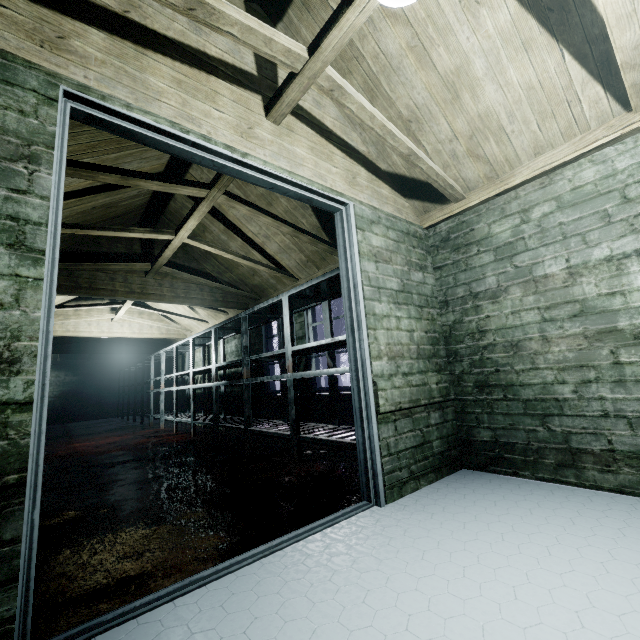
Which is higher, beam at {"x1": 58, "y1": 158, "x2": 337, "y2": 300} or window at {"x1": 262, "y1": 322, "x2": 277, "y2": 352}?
beam at {"x1": 58, "y1": 158, "x2": 337, "y2": 300}

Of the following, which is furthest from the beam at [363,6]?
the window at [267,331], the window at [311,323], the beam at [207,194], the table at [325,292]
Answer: the window at [267,331]

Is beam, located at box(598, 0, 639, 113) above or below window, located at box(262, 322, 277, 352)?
above

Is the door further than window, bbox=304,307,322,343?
No

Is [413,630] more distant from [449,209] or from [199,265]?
[199,265]

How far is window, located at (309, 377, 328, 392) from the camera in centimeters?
382cm

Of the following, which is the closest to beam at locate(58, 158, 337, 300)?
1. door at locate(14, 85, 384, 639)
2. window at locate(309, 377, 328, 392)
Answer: door at locate(14, 85, 384, 639)

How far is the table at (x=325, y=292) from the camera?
3.09m
